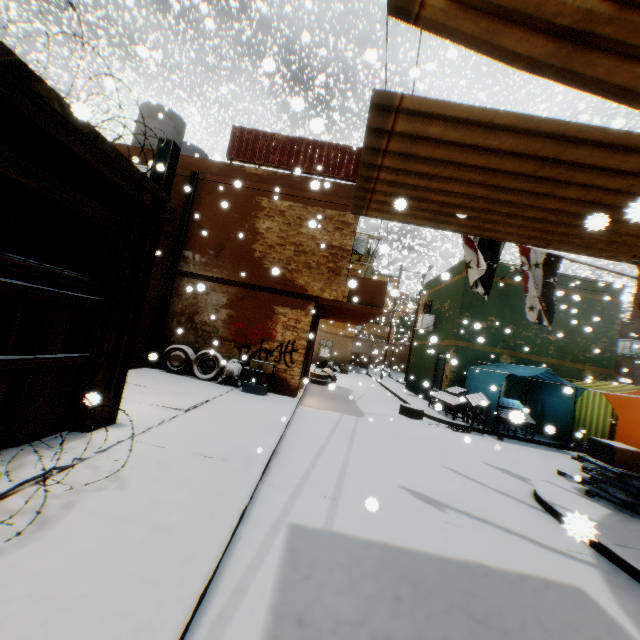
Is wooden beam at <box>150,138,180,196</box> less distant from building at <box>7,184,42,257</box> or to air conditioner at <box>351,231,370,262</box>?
building at <box>7,184,42,257</box>

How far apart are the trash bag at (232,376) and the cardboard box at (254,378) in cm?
11

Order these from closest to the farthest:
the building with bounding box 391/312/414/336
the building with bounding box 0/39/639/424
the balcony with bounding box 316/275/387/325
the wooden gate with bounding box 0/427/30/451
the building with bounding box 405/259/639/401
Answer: the building with bounding box 0/39/639/424 → the wooden gate with bounding box 0/427/30/451 → the balcony with bounding box 316/275/387/325 → the building with bounding box 405/259/639/401 → the building with bounding box 391/312/414/336

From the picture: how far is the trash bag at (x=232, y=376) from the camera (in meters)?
9.78

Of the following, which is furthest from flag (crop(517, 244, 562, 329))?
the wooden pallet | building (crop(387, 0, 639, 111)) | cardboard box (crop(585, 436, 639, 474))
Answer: cardboard box (crop(585, 436, 639, 474))

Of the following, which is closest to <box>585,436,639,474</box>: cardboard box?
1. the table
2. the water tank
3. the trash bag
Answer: the water tank

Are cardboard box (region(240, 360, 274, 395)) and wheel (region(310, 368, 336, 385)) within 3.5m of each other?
no

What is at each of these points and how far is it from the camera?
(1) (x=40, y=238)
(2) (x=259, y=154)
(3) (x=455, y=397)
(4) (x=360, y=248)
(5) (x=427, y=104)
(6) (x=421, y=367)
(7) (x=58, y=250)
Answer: (1) building, 4.7m
(2) wooden shield, 10.8m
(3) table, 12.8m
(4) air conditioner, 11.1m
(5) building, 1.9m
(6) building, 18.4m
(7) building, 4.6m
